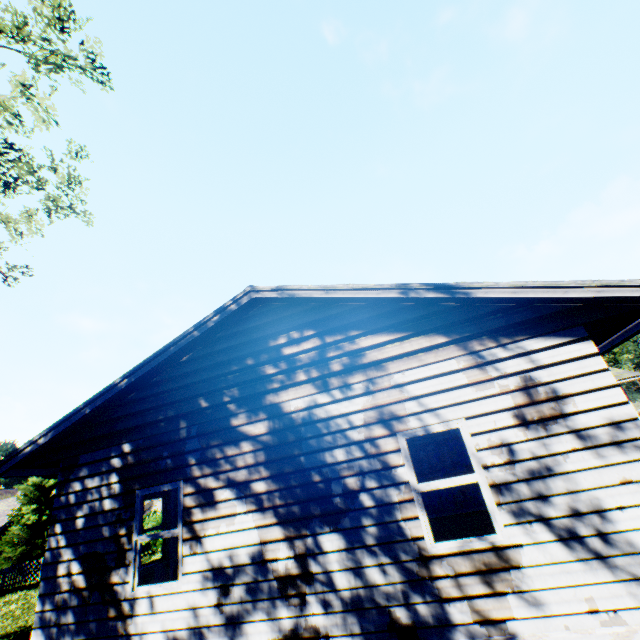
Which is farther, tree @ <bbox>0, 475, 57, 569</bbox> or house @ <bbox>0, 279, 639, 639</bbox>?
tree @ <bbox>0, 475, 57, 569</bbox>

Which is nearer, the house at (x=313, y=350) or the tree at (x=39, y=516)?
the house at (x=313, y=350)

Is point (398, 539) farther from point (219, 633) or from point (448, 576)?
point (219, 633)
